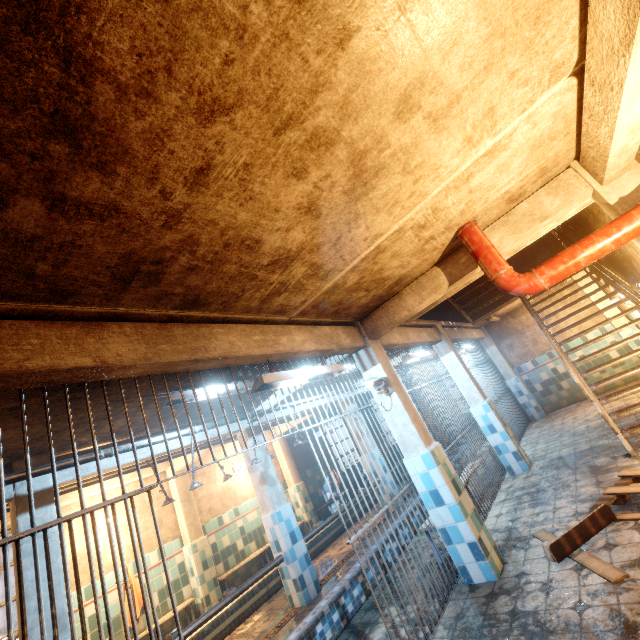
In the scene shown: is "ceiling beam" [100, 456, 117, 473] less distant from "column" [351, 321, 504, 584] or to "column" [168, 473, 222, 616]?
"column" [351, 321, 504, 584]

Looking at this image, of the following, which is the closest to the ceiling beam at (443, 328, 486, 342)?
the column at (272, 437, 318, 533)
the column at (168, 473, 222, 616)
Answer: the column at (272, 437, 318, 533)

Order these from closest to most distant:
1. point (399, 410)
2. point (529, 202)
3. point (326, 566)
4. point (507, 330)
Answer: point (529, 202), point (399, 410), point (326, 566), point (507, 330)

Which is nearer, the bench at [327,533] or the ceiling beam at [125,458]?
the ceiling beam at [125,458]

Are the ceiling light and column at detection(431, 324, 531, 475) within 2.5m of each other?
no

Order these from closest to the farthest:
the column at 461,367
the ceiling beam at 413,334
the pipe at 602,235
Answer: the pipe at 602,235, the ceiling beam at 413,334, the column at 461,367

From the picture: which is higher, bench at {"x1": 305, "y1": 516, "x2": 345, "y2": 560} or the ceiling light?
the ceiling light

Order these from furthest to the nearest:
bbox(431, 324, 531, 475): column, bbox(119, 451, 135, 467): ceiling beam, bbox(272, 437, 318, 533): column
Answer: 1. bbox(272, 437, 318, 533): column
2. bbox(431, 324, 531, 475): column
3. bbox(119, 451, 135, 467): ceiling beam
